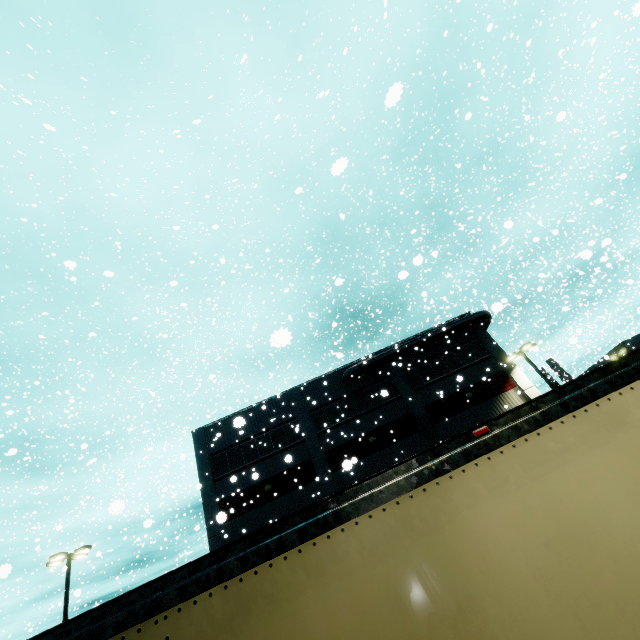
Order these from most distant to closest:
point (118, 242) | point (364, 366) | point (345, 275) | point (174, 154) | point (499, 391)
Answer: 1. point (345, 275)
2. point (174, 154)
3. point (364, 366)
4. point (499, 391)
5. point (118, 242)

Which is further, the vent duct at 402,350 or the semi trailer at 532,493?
the vent duct at 402,350

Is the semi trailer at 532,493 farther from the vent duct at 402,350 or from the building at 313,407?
the vent duct at 402,350

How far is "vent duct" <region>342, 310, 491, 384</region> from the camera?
24.95m

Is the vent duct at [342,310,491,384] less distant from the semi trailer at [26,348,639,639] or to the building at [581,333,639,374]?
the building at [581,333,639,374]

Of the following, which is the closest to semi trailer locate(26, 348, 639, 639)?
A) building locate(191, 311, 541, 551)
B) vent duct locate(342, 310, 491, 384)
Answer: building locate(191, 311, 541, 551)
